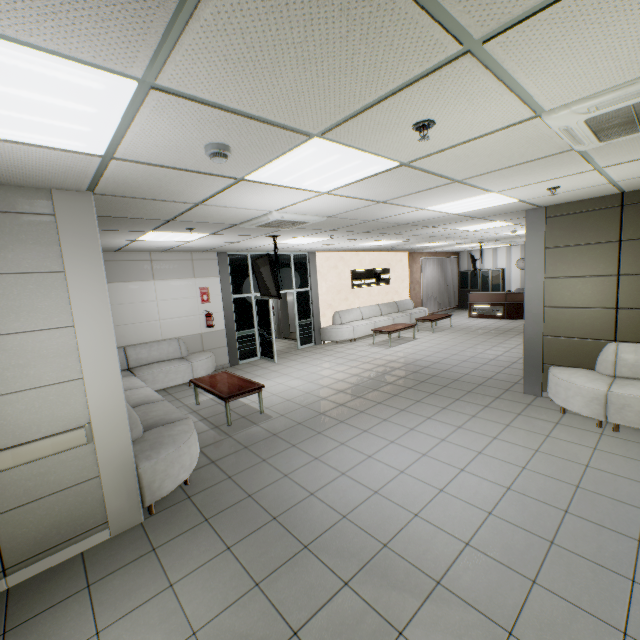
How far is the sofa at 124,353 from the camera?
3.4 meters

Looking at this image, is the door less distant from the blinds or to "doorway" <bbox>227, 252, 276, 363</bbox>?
"doorway" <bbox>227, 252, 276, 363</bbox>

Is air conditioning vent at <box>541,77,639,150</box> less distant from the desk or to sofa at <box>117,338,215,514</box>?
sofa at <box>117,338,215,514</box>

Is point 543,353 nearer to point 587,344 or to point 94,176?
point 587,344

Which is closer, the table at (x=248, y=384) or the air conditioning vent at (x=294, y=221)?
the air conditioning vent at (x=294, y=221)

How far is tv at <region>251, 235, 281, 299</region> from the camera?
5.8m

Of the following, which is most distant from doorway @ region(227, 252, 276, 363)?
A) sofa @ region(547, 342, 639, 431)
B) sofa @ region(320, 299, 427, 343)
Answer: sofa @ region(547, 342, 639, 431)

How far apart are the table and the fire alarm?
4.0m
